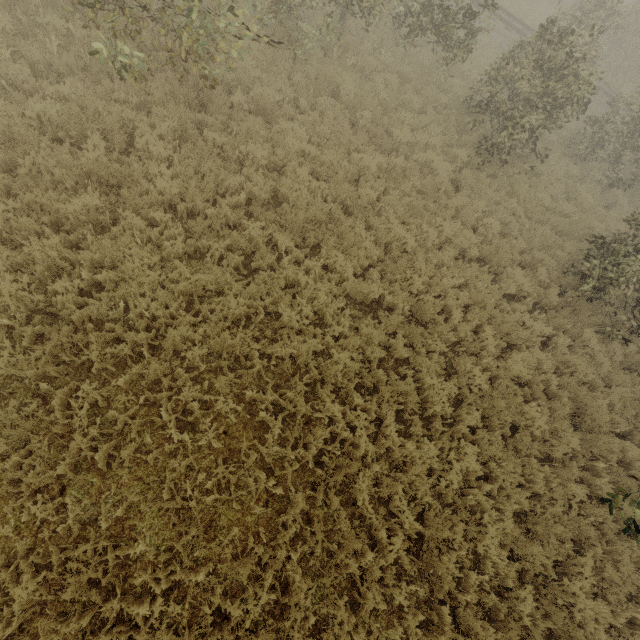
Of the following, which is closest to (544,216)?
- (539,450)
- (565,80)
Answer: (565,80)
